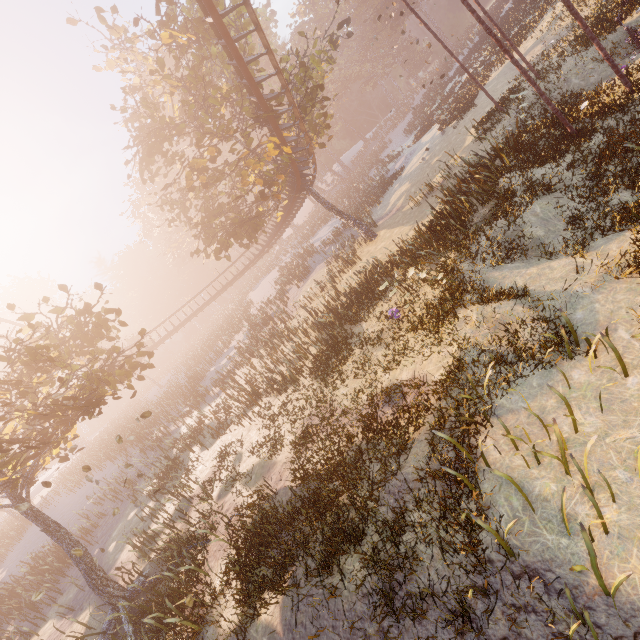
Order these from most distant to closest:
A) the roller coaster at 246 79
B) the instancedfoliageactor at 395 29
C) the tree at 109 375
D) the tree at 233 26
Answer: the instancedfoliageactor at 395 29, the tree at 233 26, the roller coaster at 246 79, the tree at 109 375

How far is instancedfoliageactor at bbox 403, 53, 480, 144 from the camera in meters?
27.3 m

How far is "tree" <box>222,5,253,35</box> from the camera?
17.83m

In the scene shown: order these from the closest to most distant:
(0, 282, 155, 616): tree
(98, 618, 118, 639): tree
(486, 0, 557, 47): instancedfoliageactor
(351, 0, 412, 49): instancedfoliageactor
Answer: (0, 282, 155, 616): tree → (98, 618, 118, 639): tree → (486, 0, 557, 47): instancedfoliageactor → (351, 0, 412, 49): instancedfoliageactor

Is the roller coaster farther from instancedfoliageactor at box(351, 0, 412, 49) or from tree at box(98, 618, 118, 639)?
instancedfoliageactor at box(351, 0, 412, 49)

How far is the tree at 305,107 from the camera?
17.2 meters

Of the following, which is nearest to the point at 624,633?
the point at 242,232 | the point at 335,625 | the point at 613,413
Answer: the point at 613,413

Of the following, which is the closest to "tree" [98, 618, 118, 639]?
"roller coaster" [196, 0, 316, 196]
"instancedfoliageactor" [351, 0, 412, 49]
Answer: "roller coaster" [196, 0, 316, 196]
